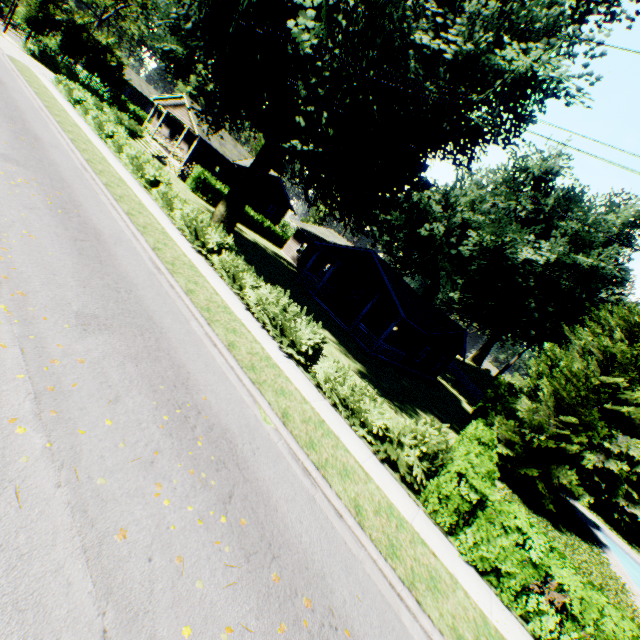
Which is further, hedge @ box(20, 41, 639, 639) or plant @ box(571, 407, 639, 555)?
plant @ box(571, 407, 639, 555)

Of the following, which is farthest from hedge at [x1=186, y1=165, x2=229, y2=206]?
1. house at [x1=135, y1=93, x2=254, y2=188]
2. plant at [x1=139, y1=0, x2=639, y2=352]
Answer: house at [x1=135, y1=93, x2=254, y2=188]

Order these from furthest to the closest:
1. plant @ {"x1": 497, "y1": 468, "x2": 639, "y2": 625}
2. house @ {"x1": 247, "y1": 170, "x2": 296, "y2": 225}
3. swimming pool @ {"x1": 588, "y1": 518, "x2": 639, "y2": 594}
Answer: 1. house @ {"x1": 247, "y1": 170, "x2": 296, "y2": 225}
2. swimming pool @ {"x1": 588, "y1": 518, "x2": 639, "y2": 594}
3. plant @ {"x1": 497, "y1": 468, "x2": 639, "y2": 625}

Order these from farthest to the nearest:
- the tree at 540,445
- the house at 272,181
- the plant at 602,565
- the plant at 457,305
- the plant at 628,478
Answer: the house at 272,181
the plant at 628,478
the tree at 540,445
the plant at 602,565
the plant at 457,305

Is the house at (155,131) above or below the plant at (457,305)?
below

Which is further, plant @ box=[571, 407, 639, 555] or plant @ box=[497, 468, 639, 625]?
plant @ box=[571, 407, 639, 555]

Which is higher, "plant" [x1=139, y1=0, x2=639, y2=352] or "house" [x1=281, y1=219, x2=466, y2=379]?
"plant" [x1=139, y1=0, x2=639, y2=352]

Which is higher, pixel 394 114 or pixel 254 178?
pixel 394 114
